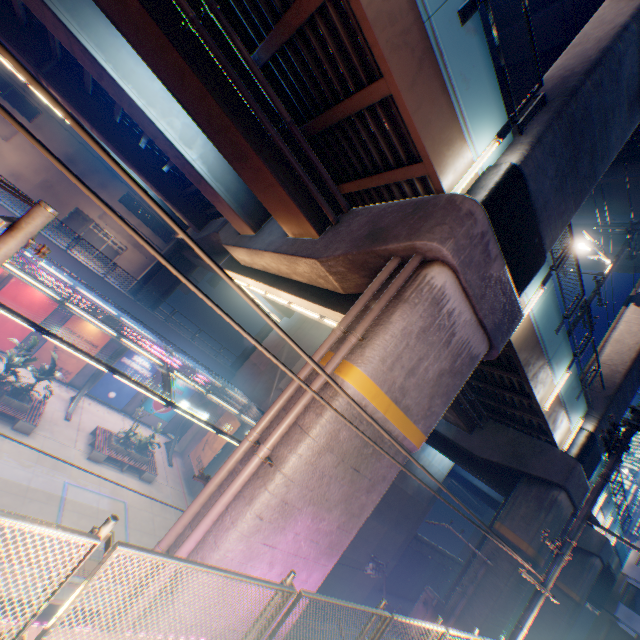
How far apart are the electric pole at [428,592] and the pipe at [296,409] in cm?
1177

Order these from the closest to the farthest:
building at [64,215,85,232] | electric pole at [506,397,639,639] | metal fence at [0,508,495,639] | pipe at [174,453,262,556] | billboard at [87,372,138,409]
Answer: metal fence at [0,508,495,639], pipe at [174,453,262,556], electric pole at [506,397,639,639], billboard at [87,372,138,409], building at [64,215,85,232]

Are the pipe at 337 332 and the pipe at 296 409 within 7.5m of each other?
yes

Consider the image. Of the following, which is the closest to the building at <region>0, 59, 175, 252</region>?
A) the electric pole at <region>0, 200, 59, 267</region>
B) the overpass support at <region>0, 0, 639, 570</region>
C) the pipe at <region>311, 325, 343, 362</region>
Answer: the overpass support at <region>0, 0, 639, 570</region>

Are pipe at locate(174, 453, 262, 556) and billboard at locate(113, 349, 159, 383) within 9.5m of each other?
no

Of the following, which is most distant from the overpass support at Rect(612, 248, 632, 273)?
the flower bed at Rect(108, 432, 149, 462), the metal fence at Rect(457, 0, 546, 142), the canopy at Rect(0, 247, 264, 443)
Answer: the flower bed at Rect(108, 432, 149, 462)

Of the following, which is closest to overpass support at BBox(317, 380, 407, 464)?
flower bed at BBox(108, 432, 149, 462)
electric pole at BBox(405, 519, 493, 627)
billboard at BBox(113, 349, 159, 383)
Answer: electric pole at BBox(405, 519, 493, 627)

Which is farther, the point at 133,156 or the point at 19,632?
the point at 133,156
